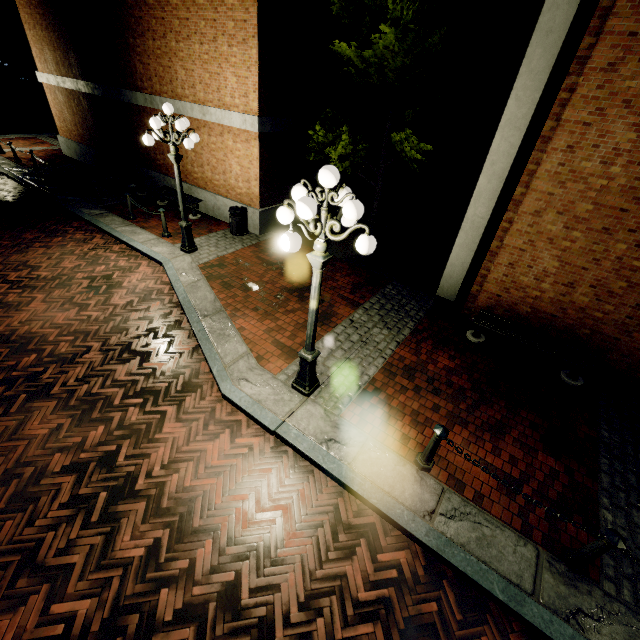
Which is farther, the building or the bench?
the building

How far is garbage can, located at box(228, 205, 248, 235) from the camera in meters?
10.5

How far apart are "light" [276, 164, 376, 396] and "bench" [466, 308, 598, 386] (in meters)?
4.04

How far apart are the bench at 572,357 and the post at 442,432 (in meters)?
3.73

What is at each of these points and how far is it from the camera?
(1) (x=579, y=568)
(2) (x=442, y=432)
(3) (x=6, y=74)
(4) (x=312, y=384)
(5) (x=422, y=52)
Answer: (1) post, 3.88m
(2) post, 4.30m
(3) building, 28.06m
(4) light, 5.64m
(5) tree, 6.91m

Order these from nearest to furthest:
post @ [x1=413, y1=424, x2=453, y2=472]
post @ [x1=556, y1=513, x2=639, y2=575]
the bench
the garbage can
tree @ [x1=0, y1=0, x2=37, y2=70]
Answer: post @ [x1=556, y1=513, x2=639, y2=575]
post @ [x1=413, y1=424, x2=453, y2=472]
the bench
the garbage can
tree @ [x1=0, y1=0, x2=37, y2=70]

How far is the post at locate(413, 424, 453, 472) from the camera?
4.3m

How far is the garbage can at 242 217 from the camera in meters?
10.5 m
